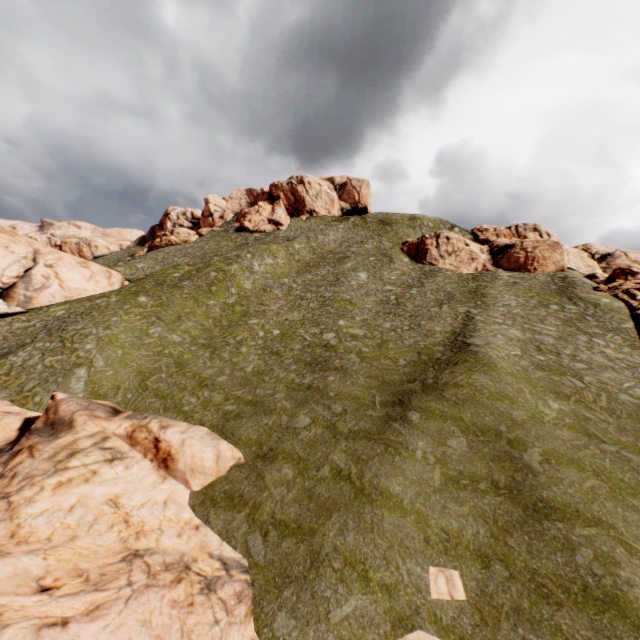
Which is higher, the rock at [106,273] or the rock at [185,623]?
the rock at [106,273]

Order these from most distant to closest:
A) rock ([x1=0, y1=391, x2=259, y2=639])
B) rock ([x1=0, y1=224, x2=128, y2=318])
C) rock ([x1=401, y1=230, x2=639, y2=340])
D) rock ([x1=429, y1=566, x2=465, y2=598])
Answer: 1. rock ([x1=401, y1=230, x2=639, y2=340])
2. rock ([x1=0, y1=224, x2=128, y2=318])
3. rock ([x1=429, y1=566, x2=465, y2=598])
4. rock ([x1=0, y1=391, x2=259, y2=639])

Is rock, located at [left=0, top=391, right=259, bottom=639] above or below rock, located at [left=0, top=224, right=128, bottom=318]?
below

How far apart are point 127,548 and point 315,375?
16.0m

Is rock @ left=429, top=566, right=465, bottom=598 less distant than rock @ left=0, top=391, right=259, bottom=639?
No

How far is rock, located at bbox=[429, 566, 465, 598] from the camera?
10.3 meters

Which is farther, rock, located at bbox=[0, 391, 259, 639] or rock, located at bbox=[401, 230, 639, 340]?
rock, located at bbox=[401, 230, 639, 340]

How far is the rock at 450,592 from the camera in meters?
10.3
